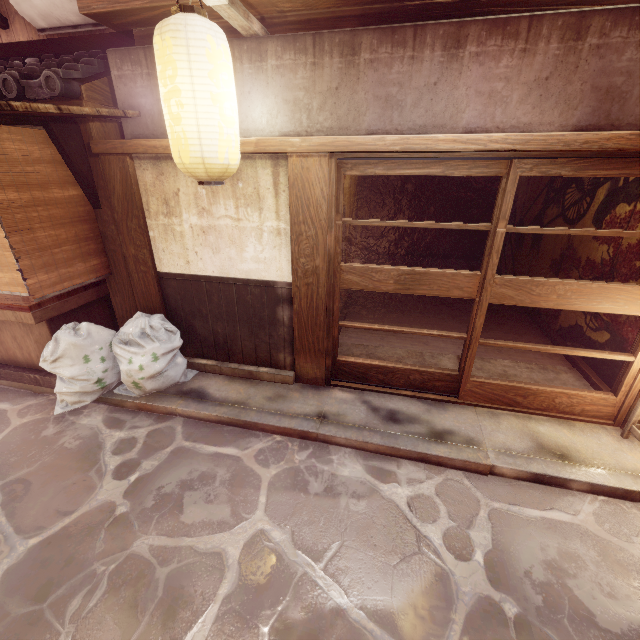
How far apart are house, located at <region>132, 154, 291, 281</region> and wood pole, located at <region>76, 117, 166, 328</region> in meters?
0.0 m

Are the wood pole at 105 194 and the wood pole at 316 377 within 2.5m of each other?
no

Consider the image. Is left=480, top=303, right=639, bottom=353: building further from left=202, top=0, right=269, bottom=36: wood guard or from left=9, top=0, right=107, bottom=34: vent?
left=9, top=0, right=107, bottom=34: vent

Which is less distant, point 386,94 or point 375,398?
point 386,94

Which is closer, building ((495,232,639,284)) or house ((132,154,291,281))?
house ((132,154,291,281))

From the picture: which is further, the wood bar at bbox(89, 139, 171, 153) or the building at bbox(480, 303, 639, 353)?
the building at bbox(480, 303, 639, 353)

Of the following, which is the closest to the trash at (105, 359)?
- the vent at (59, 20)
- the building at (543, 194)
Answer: the building at (543, 194)

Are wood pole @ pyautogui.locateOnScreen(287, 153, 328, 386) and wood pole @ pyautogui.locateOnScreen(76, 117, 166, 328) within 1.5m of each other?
no
